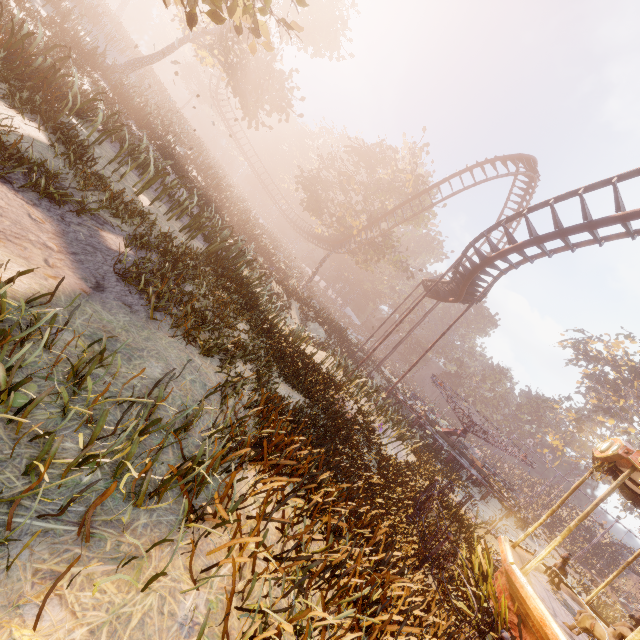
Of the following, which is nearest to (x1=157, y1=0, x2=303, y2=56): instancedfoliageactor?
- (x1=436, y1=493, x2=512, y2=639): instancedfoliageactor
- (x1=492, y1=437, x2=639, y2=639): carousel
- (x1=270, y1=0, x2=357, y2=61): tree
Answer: (x1=492, y1=437, x2=639, y2=639): carousel

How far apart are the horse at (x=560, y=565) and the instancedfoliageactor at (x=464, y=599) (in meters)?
2.48

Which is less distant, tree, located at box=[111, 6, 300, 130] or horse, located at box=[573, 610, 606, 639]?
horse, located at box=[573, 610, 606, 639]

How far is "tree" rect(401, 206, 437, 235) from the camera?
34.28m

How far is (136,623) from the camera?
1.5m

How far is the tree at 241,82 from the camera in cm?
1897

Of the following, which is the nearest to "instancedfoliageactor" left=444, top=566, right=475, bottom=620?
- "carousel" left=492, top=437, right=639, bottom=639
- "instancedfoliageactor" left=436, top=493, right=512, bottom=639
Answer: "carousel" left=492, top=437, right=639, bottom=639
